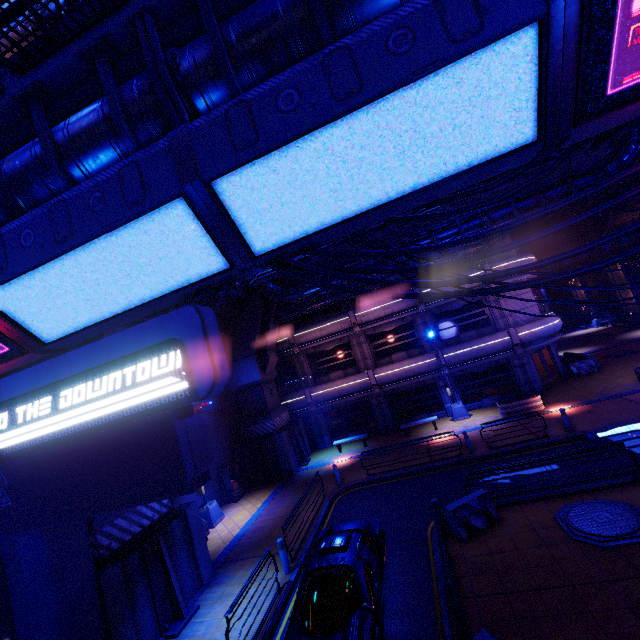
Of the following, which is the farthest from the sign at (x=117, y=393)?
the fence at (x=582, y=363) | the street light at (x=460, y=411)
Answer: the fence at (x=582, y=363)

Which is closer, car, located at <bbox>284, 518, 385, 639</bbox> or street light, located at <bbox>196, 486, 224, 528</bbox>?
car, located at <bbox>284, 518, 385, 639</bbox>

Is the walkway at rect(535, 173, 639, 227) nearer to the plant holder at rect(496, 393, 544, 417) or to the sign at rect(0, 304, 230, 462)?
the sign at rect(0, 304, 230, 462)

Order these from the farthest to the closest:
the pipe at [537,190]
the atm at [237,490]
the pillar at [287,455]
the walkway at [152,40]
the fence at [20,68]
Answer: the pillar at [287,455], the atm at [237,490], the pipe at [537,190], the fence at [20,68], the walkway at [152,40]

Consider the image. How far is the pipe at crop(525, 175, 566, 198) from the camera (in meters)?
14.77

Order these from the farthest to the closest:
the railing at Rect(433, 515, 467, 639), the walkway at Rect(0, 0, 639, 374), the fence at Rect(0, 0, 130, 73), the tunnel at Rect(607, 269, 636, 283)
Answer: the tunnel at Rect(607, 269, 636, 283)
the railing at Rect(433, 515, 467, 639)
the fence at Rect(0, 0, 130, 73)
the walkway at Rect(0, 0, 639, 374)

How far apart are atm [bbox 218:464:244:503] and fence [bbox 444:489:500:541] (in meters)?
13.06

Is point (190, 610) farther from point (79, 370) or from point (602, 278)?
point (602, 278)
